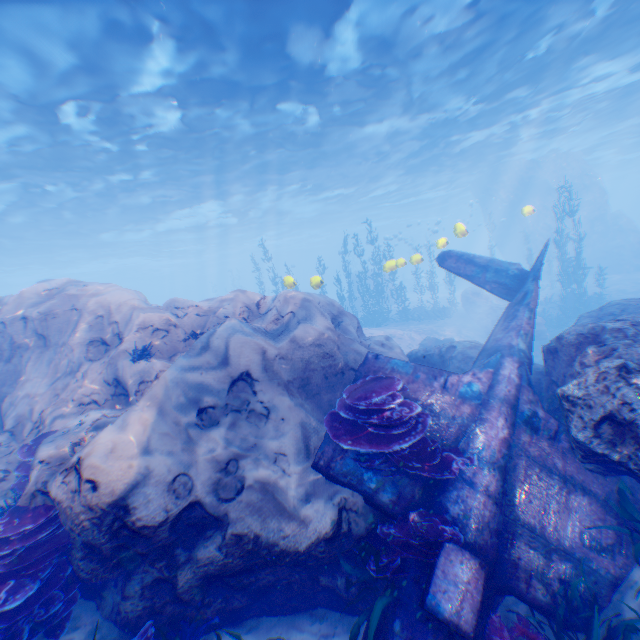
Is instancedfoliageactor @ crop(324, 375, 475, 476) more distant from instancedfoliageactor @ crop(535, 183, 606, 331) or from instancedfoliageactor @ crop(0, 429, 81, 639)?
instancedfoliageactor @ crop(535, 183, 606, 331)

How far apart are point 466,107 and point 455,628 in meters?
23.2 m

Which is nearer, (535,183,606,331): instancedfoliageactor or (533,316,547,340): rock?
(533,316,547,340): rock

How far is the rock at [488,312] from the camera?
20.0 meters

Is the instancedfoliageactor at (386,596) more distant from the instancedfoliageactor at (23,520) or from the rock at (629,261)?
the instancedfoliageactor at (23,520)

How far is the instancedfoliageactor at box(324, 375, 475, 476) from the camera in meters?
5.0

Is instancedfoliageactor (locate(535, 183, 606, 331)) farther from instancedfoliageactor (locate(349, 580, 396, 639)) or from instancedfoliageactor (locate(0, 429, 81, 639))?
instancedfoliageactor (locate(0, 429, 81, 639))

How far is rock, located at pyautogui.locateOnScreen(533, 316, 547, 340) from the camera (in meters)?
19.08
